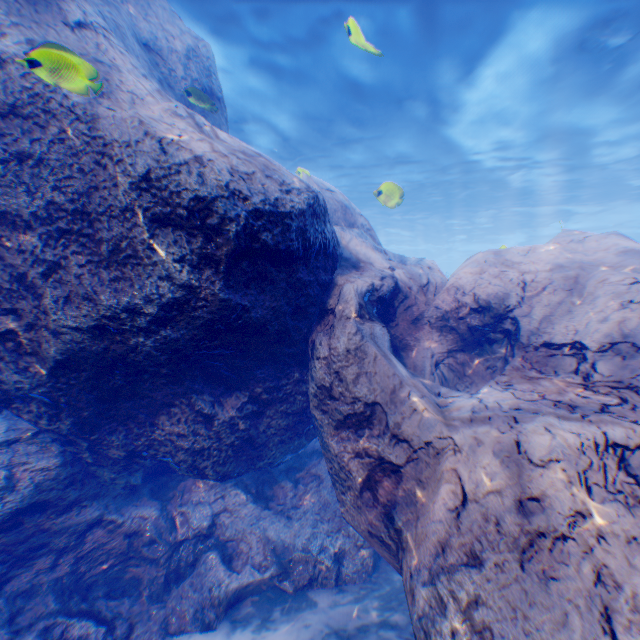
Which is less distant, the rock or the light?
the rock

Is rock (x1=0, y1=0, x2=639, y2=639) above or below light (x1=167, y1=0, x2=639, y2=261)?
below

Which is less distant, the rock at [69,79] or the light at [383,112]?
the rock at [69,79]

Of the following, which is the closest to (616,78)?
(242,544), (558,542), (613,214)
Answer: (558,542)

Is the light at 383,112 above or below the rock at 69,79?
above
